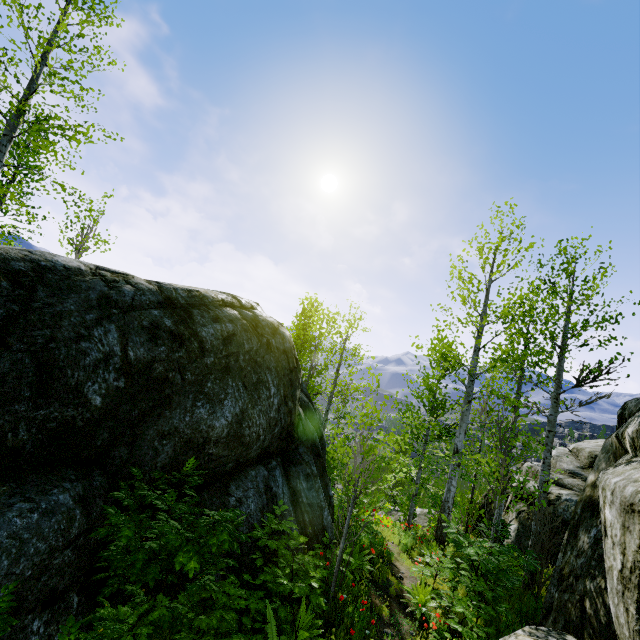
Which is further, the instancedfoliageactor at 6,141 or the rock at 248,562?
the instancedfoliageactor at 6,141

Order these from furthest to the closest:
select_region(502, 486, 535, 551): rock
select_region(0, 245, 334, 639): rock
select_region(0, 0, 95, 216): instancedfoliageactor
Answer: select_region(502, 486, 535, 551): rock, select_region(0, 0, 95, 216): instancedfoliageactor, select_region(0, 245, 334, 639): rock

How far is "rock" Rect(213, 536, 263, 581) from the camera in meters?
5.2 m

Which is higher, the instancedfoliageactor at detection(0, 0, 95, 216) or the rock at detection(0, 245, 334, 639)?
the instancedfoliageactor at detection(0, 0, 95, 216)

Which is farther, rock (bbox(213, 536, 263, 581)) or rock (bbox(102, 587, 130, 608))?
rock (bbox(213, 536, 263, 581))

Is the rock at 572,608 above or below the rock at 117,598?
above

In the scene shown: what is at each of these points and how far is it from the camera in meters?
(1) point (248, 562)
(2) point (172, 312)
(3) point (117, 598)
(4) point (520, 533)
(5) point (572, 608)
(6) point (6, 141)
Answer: (1) rock, 5.4
(2) rock, 5.9
(3) rock, 4.0
(4) rock, 11.2
(5) rock, 5.6
(6) instancedfoliageactor, 9.0
